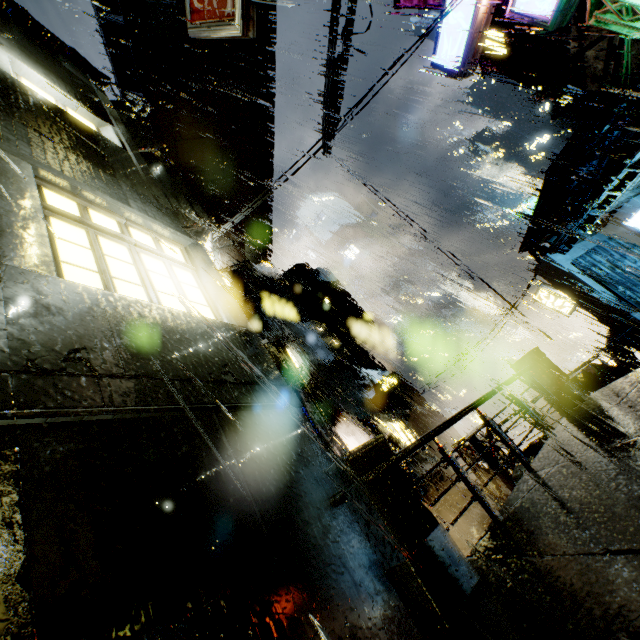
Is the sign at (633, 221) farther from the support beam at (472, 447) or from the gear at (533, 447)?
the support beam at (472, 447)

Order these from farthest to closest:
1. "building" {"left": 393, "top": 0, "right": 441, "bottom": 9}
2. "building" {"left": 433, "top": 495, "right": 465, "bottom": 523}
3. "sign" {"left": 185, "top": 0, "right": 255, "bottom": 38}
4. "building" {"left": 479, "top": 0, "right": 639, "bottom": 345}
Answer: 1. "building" {"left": 433, "top": 495, "right": 465, "bottom": 523}
2. "building" {"left": 479, "top": 0, "right": 639, "bottom": 345}
3. "building" {"left": 393, "top": 0, "right": 441, "bottom": 9}
4. "sign" {"left": 185, "top": 0, "right": 255, "bottom": 38}

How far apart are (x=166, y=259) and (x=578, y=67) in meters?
30.1 m

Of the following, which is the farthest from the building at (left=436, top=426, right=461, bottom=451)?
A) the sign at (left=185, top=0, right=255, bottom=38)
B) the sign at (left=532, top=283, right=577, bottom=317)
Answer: the sign at (left=185, top=0, right=255, bottom=38)

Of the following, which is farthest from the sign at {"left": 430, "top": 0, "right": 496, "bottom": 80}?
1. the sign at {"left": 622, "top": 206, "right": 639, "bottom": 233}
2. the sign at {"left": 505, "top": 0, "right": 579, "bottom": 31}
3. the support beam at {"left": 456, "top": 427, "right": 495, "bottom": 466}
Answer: the support beam at {"left": 456, "top": 427, "right": 495, "bottom": 466}

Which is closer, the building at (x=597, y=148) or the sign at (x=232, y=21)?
the sign at (x=232, y=21)

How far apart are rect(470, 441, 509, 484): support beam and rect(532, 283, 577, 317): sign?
14.28m

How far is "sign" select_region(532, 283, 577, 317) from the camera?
20.0 meters
